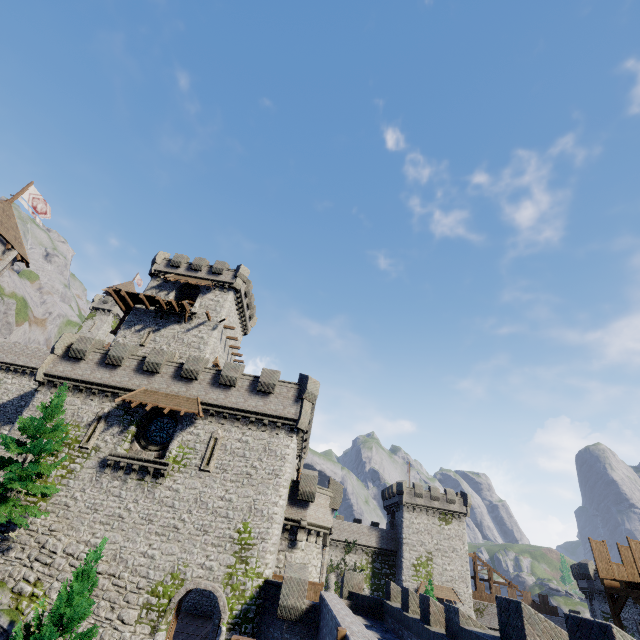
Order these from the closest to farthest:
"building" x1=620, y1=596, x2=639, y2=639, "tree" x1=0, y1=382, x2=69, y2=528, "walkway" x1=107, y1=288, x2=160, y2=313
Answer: "tree" x1=0, y1=382, x2=69, y2=528, "walkway" x1=107, y1=288, x2=160, y2=313, "building" x1=620, y1=596, x2=639, y2=639

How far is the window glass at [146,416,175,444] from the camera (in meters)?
23.27

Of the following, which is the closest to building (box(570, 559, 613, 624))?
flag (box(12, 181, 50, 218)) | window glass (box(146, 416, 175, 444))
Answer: window glass (box(146, 416, 175, 444))

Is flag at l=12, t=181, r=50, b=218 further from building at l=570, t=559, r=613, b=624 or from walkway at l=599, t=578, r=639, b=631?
building at l=570, t=559, r=613, b=624

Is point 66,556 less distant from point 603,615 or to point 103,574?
point 103,574

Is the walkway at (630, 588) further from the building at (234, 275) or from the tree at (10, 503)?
the building at (234, 275)

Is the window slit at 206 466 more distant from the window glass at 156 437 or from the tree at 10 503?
the tree at 10 503

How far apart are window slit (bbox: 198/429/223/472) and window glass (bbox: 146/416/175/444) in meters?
2.8 m
